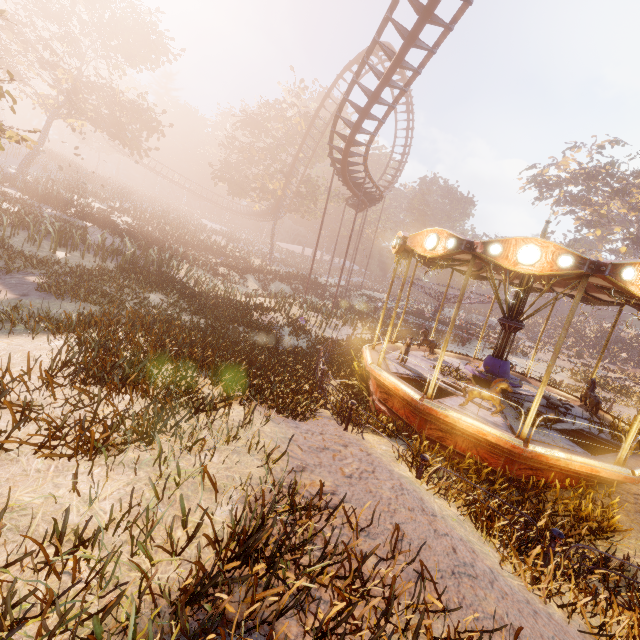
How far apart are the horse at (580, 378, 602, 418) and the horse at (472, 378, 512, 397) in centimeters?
445cm

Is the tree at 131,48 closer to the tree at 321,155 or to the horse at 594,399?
the tree at 321,155

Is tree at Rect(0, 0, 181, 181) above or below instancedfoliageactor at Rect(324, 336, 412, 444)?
above

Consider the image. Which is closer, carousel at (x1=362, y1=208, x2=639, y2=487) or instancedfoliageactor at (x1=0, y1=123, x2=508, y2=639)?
instancedfoliageactor at (x1=0, y1=123, x2=508, y2=639)

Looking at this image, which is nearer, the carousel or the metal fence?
the metal fence

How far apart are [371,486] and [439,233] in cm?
545

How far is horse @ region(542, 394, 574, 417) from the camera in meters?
8.8

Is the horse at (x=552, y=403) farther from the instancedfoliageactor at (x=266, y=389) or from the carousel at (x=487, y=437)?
the instancedfoliageactor at (x=266, y=389)
